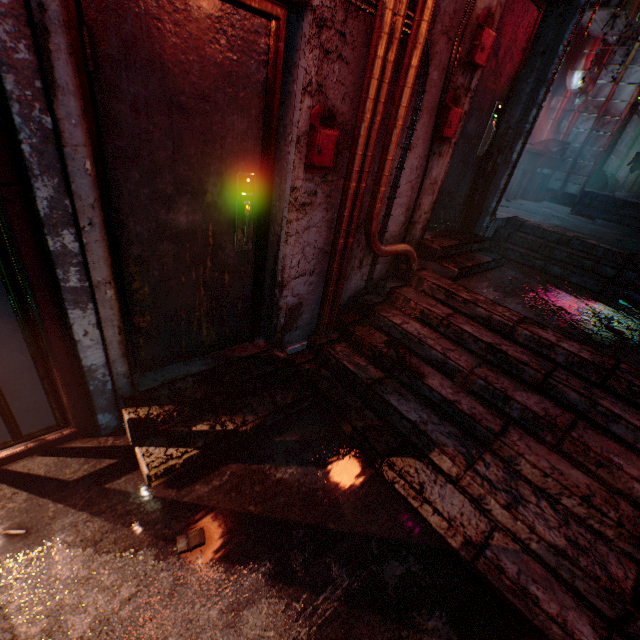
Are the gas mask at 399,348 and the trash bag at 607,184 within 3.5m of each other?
no

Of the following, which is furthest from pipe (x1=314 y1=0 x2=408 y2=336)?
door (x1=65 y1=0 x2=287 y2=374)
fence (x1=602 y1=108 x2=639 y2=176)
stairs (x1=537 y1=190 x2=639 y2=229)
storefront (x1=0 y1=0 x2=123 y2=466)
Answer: fence (x1=602 y1=108 x2=639 y2=176)

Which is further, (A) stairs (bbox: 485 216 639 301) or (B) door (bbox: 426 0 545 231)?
(A) stairs (bbox: 485 216 639 301)

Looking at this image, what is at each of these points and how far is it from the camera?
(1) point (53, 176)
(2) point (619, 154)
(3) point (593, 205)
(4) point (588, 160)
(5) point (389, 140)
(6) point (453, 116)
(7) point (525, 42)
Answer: (1) storefront, 1.27m
(2) fence, 8.49m
(3) stairs, 6.57m
(4) air duct, 6.66m
(5) pipe, 2.10m
(6) mailbox, 2.54m
(7) door, 3.02m

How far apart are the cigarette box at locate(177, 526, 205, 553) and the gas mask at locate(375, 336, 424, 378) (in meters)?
1.71

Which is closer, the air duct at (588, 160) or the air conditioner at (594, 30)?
the air conditioner at (594, 30)

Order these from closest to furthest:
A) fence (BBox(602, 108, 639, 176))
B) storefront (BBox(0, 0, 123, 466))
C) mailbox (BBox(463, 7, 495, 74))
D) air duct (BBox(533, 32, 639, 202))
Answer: storefront (BBox(0, 0, 123, 466))
mailbox (BBox(463, 7, 495, 74))
air duct (BBox(533, 32, 639, 202))
fence (BBox(602, 108, 639, 176))

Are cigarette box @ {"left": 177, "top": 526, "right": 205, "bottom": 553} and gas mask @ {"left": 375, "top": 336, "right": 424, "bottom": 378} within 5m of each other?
yes
